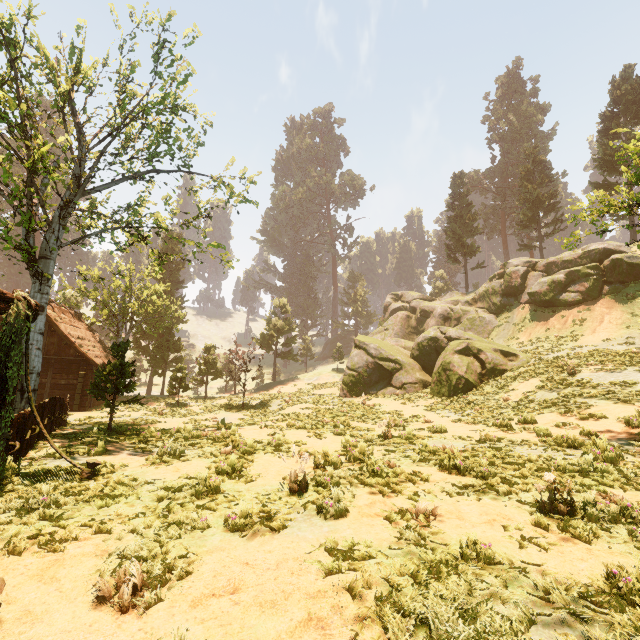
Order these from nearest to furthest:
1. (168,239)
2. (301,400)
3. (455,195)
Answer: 1. (168,239)
2. (301,400)
3. (455,195)

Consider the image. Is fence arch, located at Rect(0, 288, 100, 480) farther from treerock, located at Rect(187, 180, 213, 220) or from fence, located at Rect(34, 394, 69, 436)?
treerock, located at Rect(187, 180, 213, 220)

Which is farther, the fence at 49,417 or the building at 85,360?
the building at 85,360

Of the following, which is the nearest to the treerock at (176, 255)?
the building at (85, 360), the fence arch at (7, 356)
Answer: the building at (85, 360)

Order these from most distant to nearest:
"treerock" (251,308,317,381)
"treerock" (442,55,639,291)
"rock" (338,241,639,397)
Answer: "treerock" (251,308,317,381)
"rock" (338,241,639,397)
"treerock" (442,55,639,291)

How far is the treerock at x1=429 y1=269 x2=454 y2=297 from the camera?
52.3m

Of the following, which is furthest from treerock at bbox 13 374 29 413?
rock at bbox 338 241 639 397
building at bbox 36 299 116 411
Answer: rock at bbox 338 241 639 397
